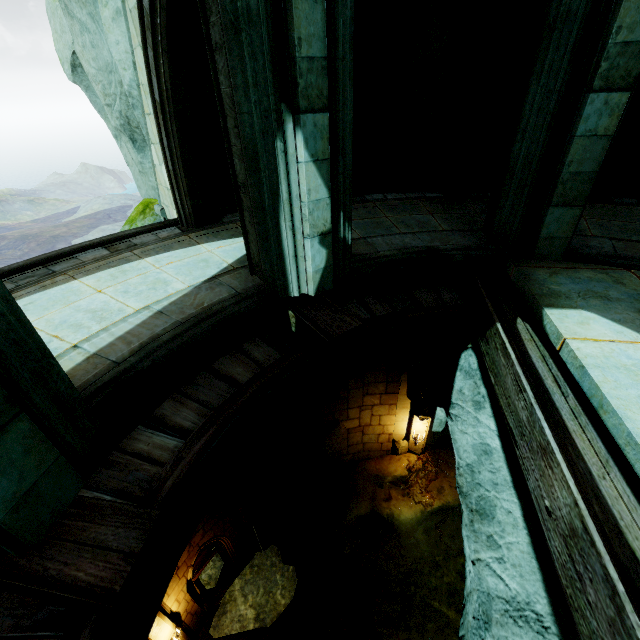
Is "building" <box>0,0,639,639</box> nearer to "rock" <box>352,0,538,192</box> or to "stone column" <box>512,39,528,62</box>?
"rock" <box>352,0,538,192</box>

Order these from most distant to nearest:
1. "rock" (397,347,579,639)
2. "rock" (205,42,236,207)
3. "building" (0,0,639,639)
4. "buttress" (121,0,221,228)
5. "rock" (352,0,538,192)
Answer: "rock" (205,42,236,207) < "rock" (352,0,538,192) < "buttress" (121,0,221,228) < "rock" (397,347,579,639) < "building" (0,0,639,639)

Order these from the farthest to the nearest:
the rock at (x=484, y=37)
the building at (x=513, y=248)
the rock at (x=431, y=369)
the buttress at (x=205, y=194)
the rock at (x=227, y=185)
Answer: the rock at (x=227, y=185)
the rock at (x=484, y=37)
the buttress at (x=205, y=194)
the rock at (x=431, y=369)
the building at (x=513, y=248)

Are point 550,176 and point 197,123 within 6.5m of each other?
yes

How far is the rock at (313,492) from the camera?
10.7 meters

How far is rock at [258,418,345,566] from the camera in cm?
1072

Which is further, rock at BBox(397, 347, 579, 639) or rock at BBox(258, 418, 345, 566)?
rock at BBox(258, 418, 345, 566)
